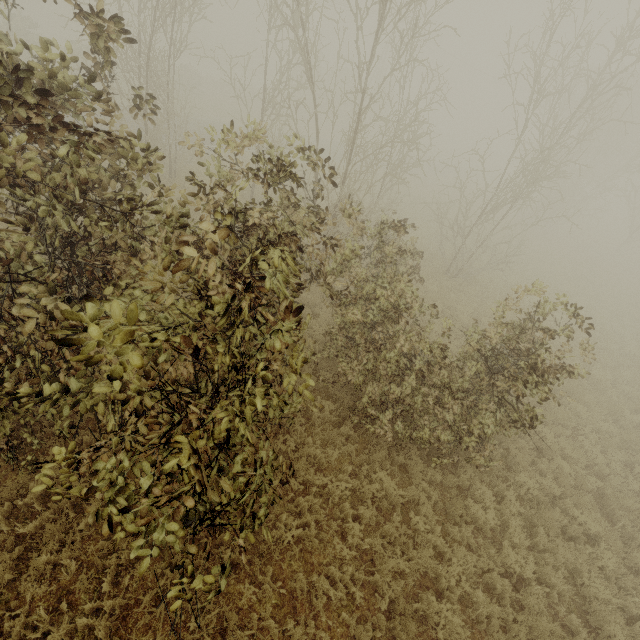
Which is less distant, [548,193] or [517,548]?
[517,548]
